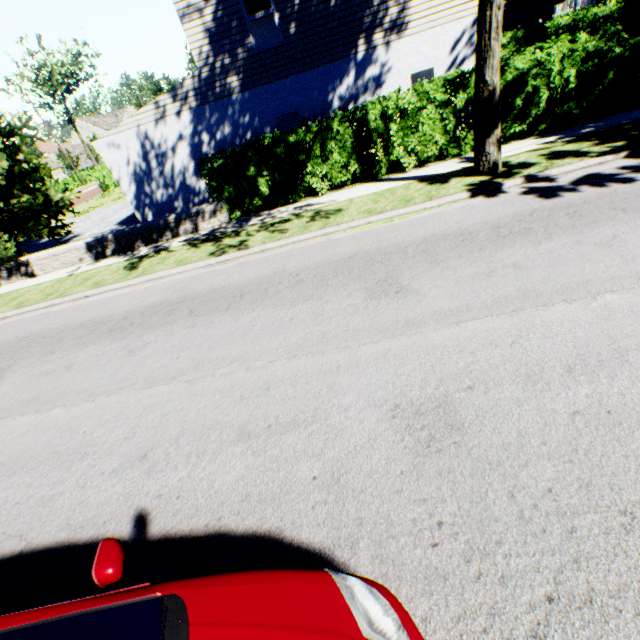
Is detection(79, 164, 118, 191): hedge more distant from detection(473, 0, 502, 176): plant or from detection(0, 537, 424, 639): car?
detection(0, 537, 424, 639): car

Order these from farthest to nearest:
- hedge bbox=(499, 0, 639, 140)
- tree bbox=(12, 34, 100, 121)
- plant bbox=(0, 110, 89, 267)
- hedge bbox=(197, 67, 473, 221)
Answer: tree bbox=(12, 34, 100, 121) → plant bbox=(0, 110, 89, 267) → hedge bbox=(197, 67, 473, 221) → hedge bbox=(499, 0, 639, 140)

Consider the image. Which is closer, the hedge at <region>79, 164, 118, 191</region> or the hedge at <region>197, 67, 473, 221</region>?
the hedge at <region>197, 67, 473, 221</region>

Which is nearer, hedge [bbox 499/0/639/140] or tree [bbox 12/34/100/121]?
hedge [bbox 499/0/639/140]

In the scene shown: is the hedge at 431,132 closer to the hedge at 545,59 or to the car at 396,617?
the hedge at 545,59

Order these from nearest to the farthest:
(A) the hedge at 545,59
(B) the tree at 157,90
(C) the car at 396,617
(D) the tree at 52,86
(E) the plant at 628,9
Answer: (C) the car at 396,617
(A) the hedge at 545,59
(E) the plant at 628,9
(B) the tree at 157,90
(D) the tree at 52,86

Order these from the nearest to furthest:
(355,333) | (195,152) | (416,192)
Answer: (355,333), (416,192), (195,152)

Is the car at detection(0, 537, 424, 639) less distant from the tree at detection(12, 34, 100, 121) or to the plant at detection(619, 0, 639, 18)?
the plant at detection(619, 0, 639, 18)
